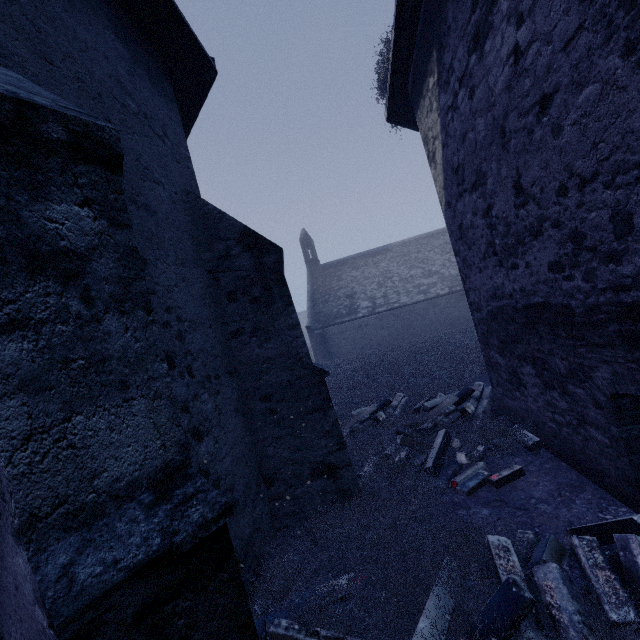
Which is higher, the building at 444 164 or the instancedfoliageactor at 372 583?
the building at 444 164

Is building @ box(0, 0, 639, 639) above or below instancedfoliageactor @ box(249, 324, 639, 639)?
above

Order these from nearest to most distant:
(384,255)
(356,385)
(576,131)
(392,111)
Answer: (576,131) → (392,111) → (356,385) → (384,255)

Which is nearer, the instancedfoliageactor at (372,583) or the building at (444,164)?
the building at (444,164)

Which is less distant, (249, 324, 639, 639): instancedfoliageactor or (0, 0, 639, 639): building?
(0, 0, 639, 639): building
